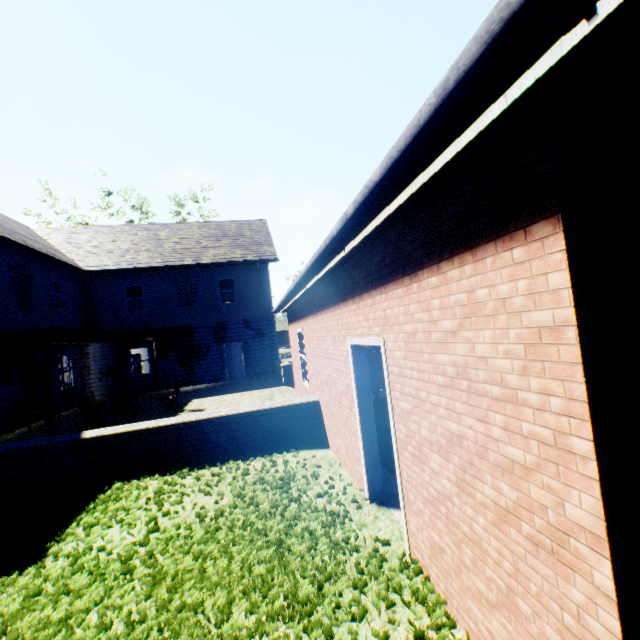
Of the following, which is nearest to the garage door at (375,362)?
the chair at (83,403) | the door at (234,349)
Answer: the chair at (83,403)

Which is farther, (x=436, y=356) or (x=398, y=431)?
(x=398, y=431)

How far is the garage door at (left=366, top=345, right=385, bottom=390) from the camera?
11.7m

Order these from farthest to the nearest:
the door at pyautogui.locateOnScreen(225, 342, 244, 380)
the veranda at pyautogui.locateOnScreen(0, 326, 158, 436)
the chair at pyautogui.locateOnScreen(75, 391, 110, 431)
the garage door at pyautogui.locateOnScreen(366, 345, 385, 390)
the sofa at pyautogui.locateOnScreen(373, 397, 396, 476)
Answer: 1. the door at pyautogui.locateOnScreen(225, 342, 244, 380)
2. the garage door at pyautogui.locateOnScreen(366, 345, 385, 390)
3. the chair at pyautogui.locateOnScreen(75, 391, 110, 431)
4. the veranda at pyautogui.locateOnScreen(0, 326, 158, 436)
5. the sofa at pyautogui.locateOnScreen(373, 397, 396, 476)

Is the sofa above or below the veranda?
below

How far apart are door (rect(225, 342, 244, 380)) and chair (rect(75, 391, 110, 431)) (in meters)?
8.18

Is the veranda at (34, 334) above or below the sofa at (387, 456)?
above

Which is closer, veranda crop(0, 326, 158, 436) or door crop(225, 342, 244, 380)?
veranda crop(0, 326, 158, 436)
